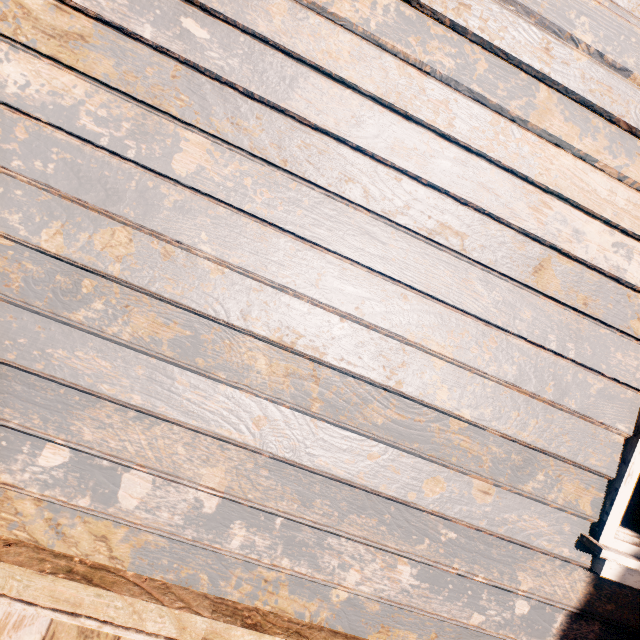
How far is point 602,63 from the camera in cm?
143
